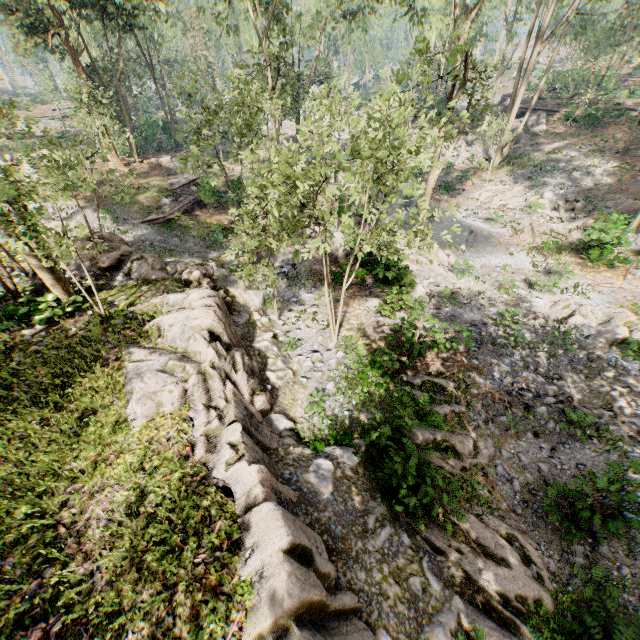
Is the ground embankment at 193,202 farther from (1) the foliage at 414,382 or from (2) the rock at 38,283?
(2) the rock at 38,283

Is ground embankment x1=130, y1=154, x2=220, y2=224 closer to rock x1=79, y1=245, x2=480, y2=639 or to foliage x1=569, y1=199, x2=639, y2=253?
foliage x1=569, y1=199, x2=639, y2=253

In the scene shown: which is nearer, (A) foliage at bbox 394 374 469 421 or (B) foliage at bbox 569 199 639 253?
(A) foliage at bbox 394 374 469 421

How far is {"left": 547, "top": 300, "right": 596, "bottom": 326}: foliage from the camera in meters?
15.4

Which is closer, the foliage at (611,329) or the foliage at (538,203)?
Result: the foliage at (611,329)

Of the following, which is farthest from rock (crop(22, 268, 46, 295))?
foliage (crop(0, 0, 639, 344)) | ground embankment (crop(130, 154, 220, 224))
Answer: ground embankment (crop(130, 154, 220, 224))

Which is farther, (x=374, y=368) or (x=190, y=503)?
(x=374, y=368)
